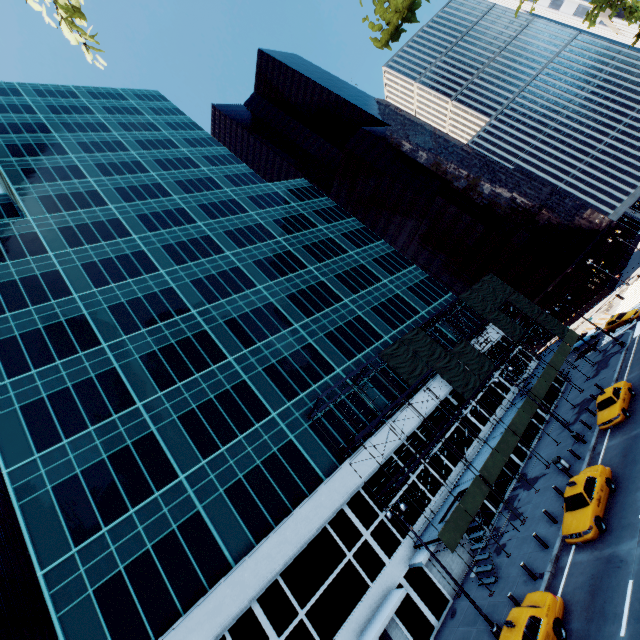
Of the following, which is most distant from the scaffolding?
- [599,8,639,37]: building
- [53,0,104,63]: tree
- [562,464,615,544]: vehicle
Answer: [599,8,639,37]: building

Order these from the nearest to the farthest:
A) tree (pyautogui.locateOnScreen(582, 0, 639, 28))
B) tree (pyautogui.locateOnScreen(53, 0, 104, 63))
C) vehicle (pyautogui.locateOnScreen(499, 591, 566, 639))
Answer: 1. tree (pyautogui.locateOnScreen(53, 0, 104, 63))
2. vehicle (pyautogui.locateOnScreen(499, 591, 566, 639))
3. tree (pyautogui.locateOnScreen(582, 0, 639, 28))

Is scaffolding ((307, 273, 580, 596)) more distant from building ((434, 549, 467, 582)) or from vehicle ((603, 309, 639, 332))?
vehicle ((603, 309, 639, 332))

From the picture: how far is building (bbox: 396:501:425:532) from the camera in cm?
2406

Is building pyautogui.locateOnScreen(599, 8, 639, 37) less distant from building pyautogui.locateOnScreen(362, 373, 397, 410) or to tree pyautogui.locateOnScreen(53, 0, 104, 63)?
tree pyautogui.locateOnScreen(53, 0, 104, 63)

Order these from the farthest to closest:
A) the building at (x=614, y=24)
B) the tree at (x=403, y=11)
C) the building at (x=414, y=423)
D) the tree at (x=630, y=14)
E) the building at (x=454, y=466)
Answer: the building at (x=614, y=24)
the building at (x=414, y=423)
the building at (x=454, y=466)
the tree at (x=630, y=14)
the tree at (x=403, y=11)

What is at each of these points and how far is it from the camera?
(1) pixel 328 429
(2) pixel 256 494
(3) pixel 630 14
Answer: (1) building, 27.34m
(2) building, 22.70m
(3) tree, 24.38m

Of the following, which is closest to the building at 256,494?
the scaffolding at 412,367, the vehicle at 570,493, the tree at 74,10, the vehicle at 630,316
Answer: the scaffolding at 412,367
